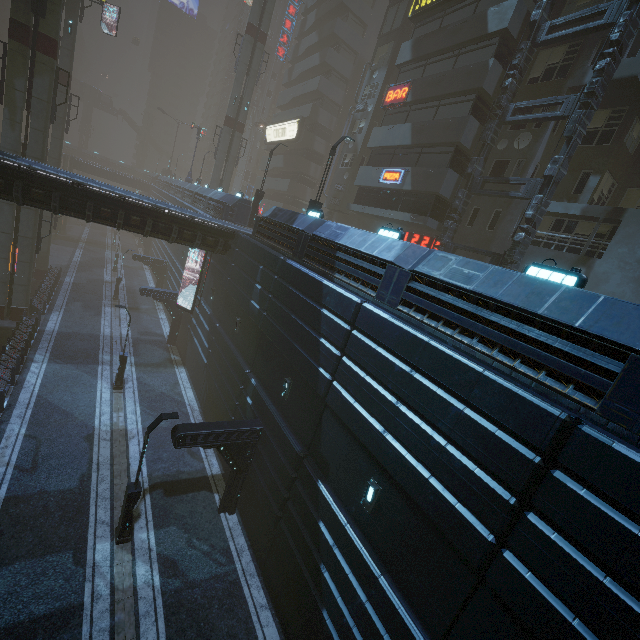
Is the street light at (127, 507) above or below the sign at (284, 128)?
below

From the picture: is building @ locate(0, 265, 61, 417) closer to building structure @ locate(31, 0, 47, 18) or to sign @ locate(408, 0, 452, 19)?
sign @ locate(408, 0, 452, 19)

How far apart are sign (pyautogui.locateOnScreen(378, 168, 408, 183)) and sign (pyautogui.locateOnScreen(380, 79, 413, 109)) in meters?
4.4

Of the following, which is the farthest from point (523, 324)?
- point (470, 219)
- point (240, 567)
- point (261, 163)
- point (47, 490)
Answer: point (261, 163)

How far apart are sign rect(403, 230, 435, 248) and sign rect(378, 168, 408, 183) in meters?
3.7 m

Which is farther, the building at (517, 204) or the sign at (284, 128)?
the sign at (284, 128)

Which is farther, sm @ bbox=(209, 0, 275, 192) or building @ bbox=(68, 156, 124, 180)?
building @ bbox=(68, 156, 124, 180)

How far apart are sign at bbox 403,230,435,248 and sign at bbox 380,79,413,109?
8.5 meters
